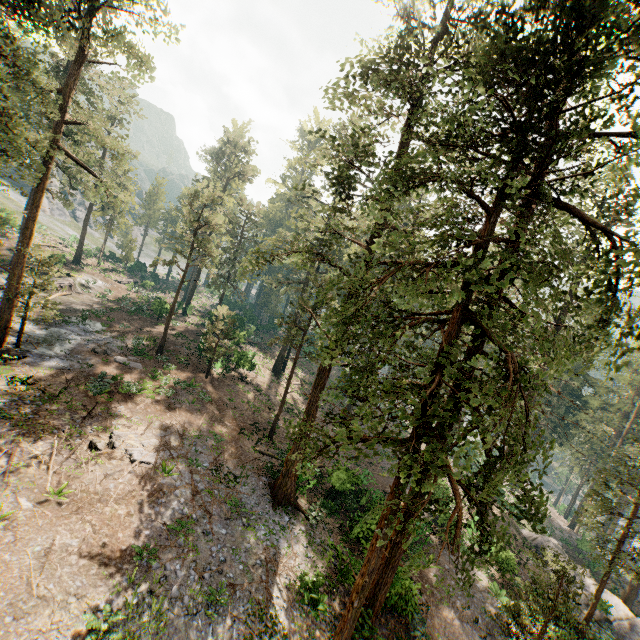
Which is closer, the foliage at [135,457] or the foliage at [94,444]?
the foliage at [94,444]

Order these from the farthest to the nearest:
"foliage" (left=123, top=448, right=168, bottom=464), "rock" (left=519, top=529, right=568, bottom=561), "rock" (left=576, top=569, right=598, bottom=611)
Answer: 1. "rock" (left=519, top=529, right=568, bottom=561)
2. "rock" (left=576, top=569, right=598, bottom=611)
3. "foliage" (left=123, top=448, right=168, bottom=464)

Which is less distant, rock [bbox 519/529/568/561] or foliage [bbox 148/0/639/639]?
foliage [bbox 148/0/639/639]

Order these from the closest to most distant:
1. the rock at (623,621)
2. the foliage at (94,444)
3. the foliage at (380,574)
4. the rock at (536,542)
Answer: the foliage at (380,574) → the foliage at (94,444) → the rock at (623,621) → the rock at (536,542)

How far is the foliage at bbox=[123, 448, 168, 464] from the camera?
16.6 meters

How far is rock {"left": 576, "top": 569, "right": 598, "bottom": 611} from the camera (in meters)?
24.66

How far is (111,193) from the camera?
20.3 meters
